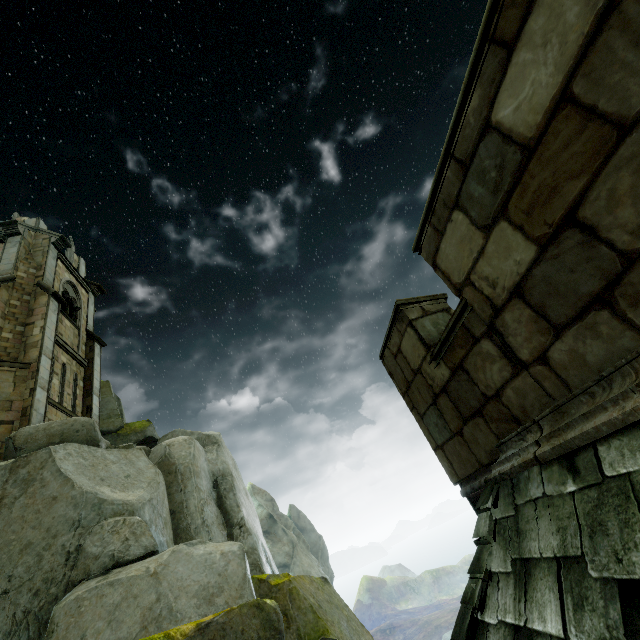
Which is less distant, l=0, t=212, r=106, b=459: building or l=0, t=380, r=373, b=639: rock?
l=0, t=380, r=373, b=639: rock

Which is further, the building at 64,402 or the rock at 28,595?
the building at 64,402

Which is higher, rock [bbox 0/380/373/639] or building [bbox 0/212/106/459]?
building [bbox 0/212/106/459]

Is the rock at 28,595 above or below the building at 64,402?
below

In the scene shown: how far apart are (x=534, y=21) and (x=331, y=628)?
14.54m
